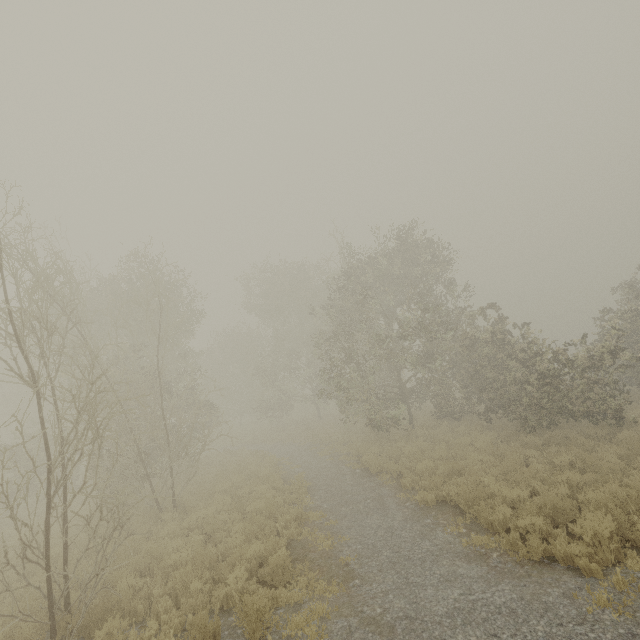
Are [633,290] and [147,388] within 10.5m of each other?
no
